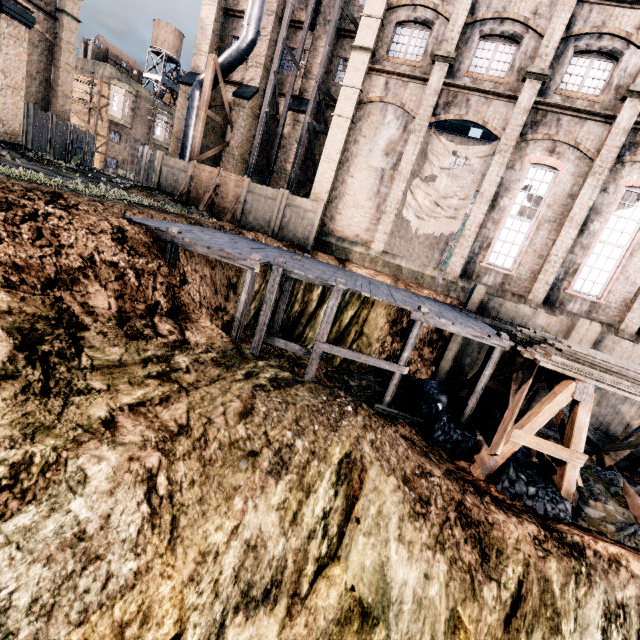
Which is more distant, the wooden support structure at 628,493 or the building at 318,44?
the building at 318,44

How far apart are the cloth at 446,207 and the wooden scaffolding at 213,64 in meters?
13.9

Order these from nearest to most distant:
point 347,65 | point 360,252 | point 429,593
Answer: point 429,593 < point 360,252 < point 347,65

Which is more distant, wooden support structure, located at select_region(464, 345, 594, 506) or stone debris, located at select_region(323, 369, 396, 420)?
stone debris, located at select_region(323, 369, 396, 420)

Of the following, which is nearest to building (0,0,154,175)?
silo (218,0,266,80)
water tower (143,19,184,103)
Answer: silo (218,0,266,80)

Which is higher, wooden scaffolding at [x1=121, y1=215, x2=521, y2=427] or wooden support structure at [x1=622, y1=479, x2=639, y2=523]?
wooden scaffolding at [x1=121, y1=215, x2=521, y2=427]

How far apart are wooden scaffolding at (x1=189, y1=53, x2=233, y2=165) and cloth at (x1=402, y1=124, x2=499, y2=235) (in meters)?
13.88

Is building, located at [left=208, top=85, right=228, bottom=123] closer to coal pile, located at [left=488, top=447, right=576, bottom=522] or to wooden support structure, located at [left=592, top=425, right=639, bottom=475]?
wooden support structure, located at [left=592, top=425, right=639, bottom=475]
